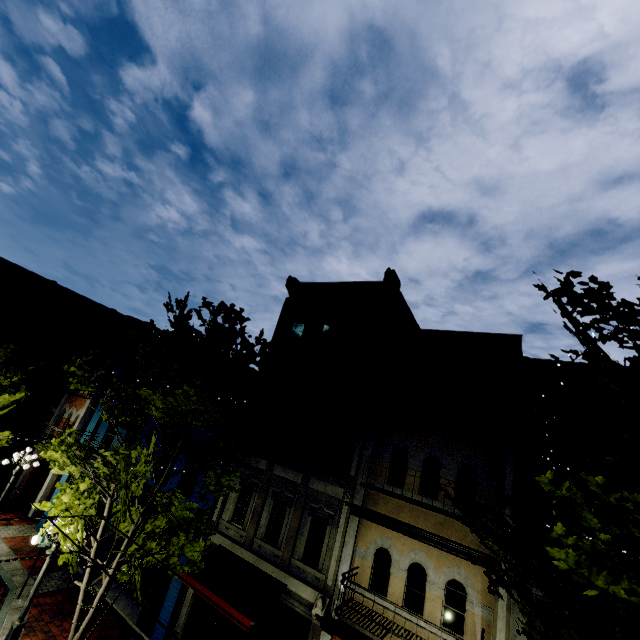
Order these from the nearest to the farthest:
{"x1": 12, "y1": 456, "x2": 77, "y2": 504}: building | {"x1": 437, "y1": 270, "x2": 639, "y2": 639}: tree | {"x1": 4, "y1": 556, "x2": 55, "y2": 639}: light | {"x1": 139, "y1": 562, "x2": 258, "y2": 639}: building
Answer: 1. {"x1": 437, "y1": 270, "x2": 639, "y2": 639}: tree
2. {"x1": 4, "y1": 556, "x2": 55, "y2": 639}: light
3. {"x1": 139, "y1": 562, "x2": 258, "y2": 639}: building
4. {"x1": 12, "y1": 456, "x2": 77, "y2": 504}: building

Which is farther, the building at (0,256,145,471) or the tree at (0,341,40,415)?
the building at (0,256,145,471)

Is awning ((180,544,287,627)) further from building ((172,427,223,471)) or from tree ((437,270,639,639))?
tree ((437,270,639,639))

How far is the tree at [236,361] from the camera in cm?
900

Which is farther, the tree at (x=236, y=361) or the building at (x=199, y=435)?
the building at (x=199, y=435)

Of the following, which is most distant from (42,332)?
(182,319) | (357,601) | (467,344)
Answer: (467,344)

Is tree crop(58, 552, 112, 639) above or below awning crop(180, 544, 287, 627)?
below

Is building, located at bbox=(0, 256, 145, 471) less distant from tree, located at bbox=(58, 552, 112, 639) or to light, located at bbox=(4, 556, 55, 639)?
tree, located at bbox=(58, 552, 112, 639)
